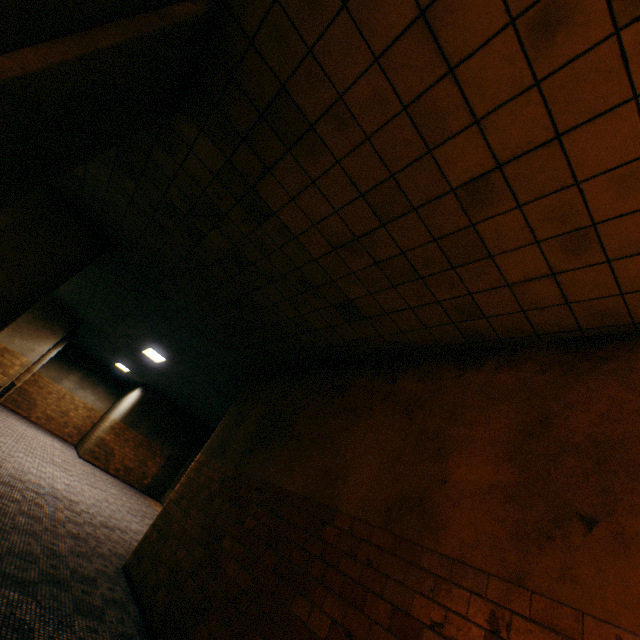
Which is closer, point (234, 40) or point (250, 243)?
point (234, 40)
